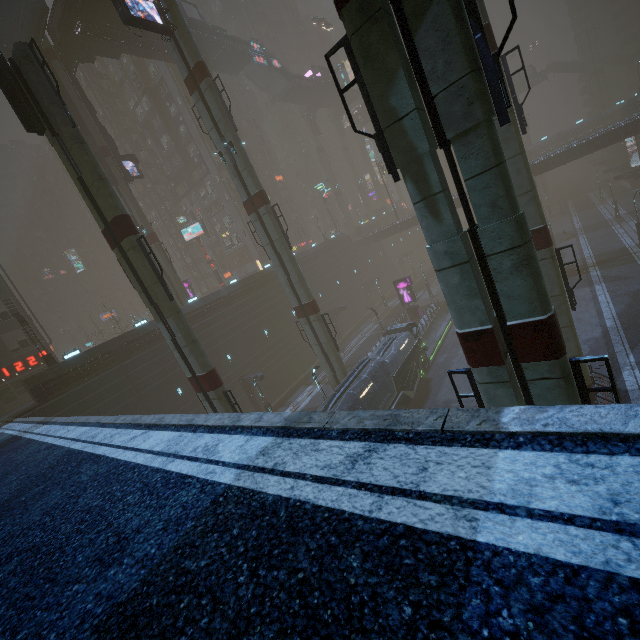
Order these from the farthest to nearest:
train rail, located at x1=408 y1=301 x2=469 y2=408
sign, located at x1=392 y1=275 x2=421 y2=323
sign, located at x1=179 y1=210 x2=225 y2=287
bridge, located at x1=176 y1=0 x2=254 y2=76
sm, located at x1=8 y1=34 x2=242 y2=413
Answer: sign, located at x1=179 y1=210 x2=225 y2=287 → sign, located at x1=392 y1=275 x2=421 y2=323 → bridge, located at x1=176 y1=0 x2=254 y2=76 → train rail, located at x1=408 y1=301 x2=469 y2=408 → sm, located at x1=8 y1=34 x2=242 y2=413

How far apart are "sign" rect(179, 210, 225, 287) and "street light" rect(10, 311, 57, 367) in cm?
2422

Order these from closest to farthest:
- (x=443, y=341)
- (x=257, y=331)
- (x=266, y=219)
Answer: (x=266, y=219), (x=443, y=341), (x=257, y=331)

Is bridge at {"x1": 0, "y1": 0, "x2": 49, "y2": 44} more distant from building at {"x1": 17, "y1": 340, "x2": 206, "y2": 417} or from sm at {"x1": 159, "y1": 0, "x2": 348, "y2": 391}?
building at {"x1": 17, "y1": 340, "x2": 206, "y2": 417}

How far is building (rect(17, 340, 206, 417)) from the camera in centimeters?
2317cm

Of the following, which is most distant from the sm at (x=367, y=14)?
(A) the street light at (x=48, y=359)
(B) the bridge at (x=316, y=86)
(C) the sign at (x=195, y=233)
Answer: (B) the bridge at (x=316, y=86)

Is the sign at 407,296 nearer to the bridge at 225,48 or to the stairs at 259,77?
→ the stairs at 259,77

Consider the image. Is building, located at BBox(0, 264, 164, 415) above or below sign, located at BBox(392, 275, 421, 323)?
above
